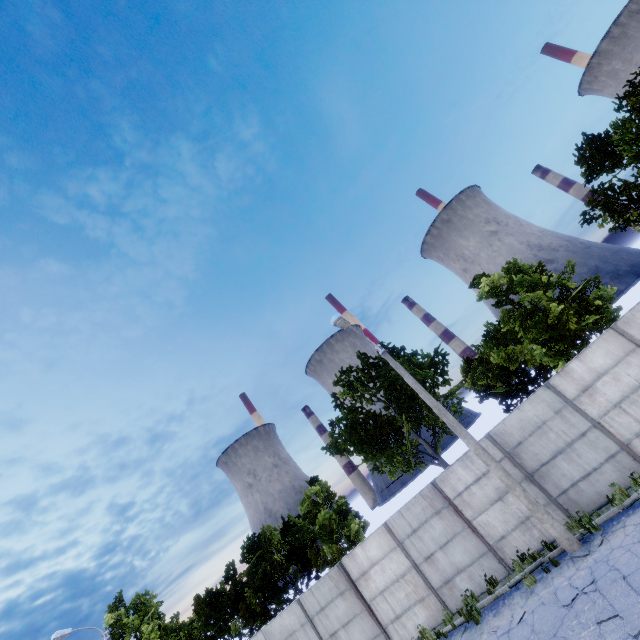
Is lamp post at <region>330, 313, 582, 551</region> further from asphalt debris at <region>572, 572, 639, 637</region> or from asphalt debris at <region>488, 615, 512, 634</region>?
asphalt debris at <region>488, 615, 512, 634</region>

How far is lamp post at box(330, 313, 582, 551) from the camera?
9.9 meters

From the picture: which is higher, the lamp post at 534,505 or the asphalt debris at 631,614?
the lamp post at 534,505

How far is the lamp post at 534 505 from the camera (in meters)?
9.90

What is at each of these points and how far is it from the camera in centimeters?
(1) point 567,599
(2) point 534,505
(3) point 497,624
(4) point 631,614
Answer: (1) asphalt debris, 839cm
(2) lamp post, 1027cm
(3) asphalt debris, 967cm
(4) asphalt debris, 671cm

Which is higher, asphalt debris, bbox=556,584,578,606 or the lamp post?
the lamp post

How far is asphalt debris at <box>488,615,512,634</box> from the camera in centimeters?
942cm

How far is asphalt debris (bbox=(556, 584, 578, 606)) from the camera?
8.27m
